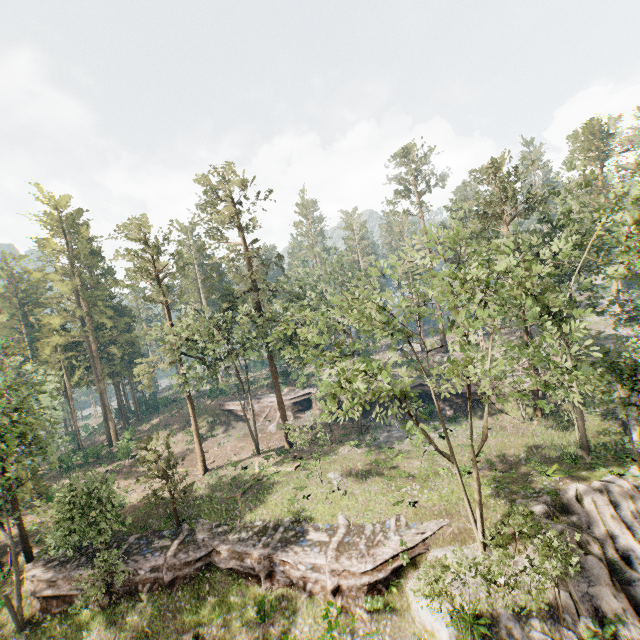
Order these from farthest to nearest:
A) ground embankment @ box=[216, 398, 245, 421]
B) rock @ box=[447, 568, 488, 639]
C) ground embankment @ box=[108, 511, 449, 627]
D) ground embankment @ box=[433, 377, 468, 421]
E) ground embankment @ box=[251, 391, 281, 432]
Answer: ground embankment @ box=[216, 398, 245, 421] < ground embankment @ box=[251, 391, 281, 432] < ground embankment @ box=[433, 377, 468, 421] < ground embankment @ box=[108, 511, 449, 627] < rock @ box=[447, 568, 488, 639]

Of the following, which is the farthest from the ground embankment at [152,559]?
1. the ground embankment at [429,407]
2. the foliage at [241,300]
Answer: the ground embankment at [429,407]

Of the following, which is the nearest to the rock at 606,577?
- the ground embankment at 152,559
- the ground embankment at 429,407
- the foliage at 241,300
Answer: the ground embankment at 152,559

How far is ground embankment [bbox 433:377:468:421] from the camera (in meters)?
36.78

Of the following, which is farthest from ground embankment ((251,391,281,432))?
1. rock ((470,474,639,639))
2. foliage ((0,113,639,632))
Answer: rock ((470,474,639,639))

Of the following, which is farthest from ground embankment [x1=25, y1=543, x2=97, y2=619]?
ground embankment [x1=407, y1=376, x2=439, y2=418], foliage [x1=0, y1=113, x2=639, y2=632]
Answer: ground embankment [x1=407, y1=376, x2=439, y2=418]

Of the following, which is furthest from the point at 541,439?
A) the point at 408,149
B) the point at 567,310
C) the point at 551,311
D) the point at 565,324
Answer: the point at 408,149

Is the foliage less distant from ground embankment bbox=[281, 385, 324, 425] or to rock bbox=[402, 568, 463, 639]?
rock bbox=[402, 568, 463, 639]
